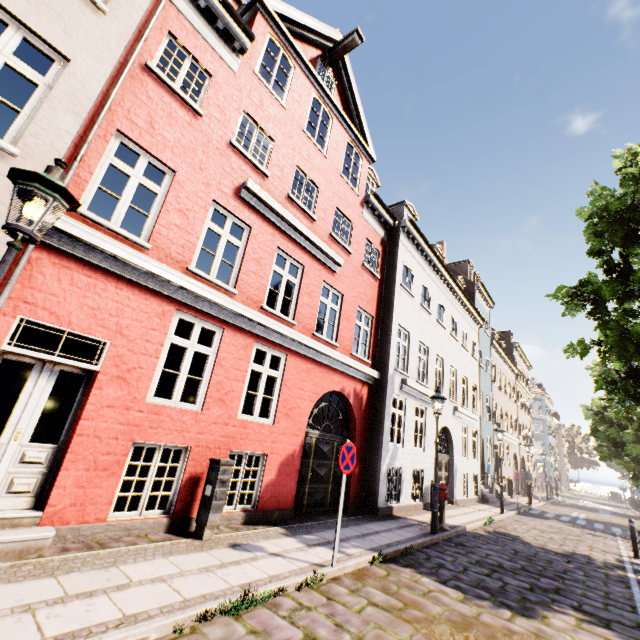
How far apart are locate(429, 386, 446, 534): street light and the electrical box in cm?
600

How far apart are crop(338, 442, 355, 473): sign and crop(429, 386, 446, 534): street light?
4.5 meters

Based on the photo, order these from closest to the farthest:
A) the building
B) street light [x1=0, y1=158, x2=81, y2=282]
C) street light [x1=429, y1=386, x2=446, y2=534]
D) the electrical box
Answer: street light [x1=0, y1=158, x2=81, y2=282] < the building < the electrical box < street light [x1=429, y1=386, x2=446, y2=534]

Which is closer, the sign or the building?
the building

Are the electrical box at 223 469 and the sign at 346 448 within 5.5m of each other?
yes

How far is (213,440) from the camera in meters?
6.5

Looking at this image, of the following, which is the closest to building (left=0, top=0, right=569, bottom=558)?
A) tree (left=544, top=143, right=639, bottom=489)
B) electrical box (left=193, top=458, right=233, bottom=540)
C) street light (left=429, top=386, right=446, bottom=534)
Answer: tree (left=544, top=143, right=639, bottom=489)

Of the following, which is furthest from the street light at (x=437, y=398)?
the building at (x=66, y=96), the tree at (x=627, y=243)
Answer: the building at (x=66, y=96)
